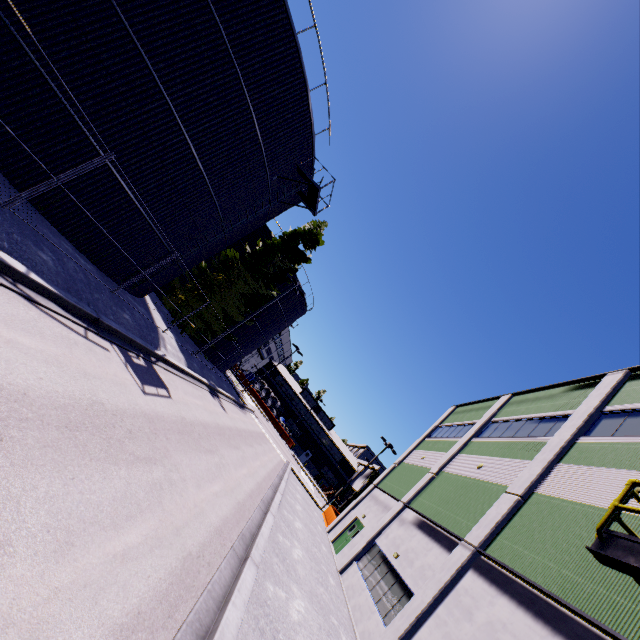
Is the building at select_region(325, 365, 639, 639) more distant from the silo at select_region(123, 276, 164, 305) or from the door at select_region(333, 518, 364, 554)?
the silo at select_region(123, 276, 164, 305)

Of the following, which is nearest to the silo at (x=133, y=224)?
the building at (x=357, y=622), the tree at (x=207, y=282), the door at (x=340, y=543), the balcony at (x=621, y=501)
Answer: the tree at (x=207, y=282)

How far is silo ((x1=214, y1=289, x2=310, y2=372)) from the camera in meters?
33.2

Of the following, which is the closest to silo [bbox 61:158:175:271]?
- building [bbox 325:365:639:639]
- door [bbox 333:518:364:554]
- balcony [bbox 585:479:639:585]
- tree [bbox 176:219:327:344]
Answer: tree [bbox 176:219:327:344]

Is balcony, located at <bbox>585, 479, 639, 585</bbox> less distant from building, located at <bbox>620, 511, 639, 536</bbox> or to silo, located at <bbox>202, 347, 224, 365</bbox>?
building, located at <bbox>620, 511, 639, 536</bbox>

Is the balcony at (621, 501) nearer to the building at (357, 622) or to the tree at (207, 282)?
the building at (357, 622)

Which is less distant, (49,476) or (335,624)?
(49,476)

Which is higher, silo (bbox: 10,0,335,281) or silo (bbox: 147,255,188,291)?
silo (bbox: 10,0,335,281)
